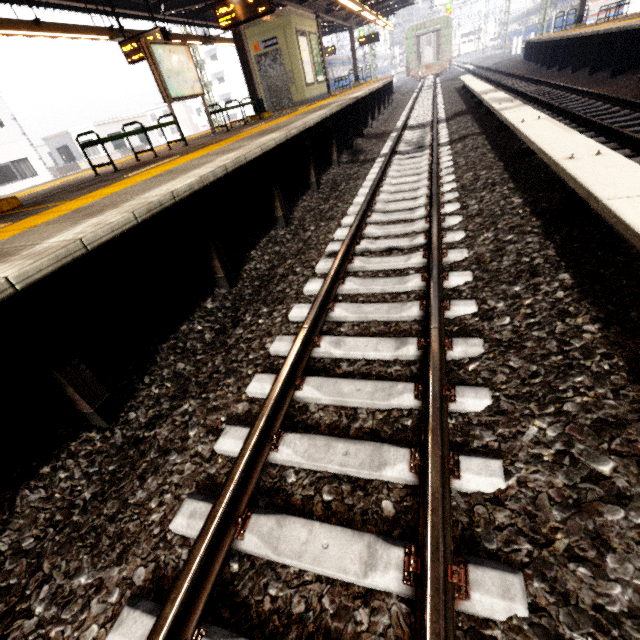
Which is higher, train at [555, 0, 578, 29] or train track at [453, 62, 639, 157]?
train at [555, 0, 578, 29]

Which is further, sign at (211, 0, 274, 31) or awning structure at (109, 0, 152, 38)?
awning structure at (109, 0, 152, 38)

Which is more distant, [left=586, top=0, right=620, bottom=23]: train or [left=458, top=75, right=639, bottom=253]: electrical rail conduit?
[left=586, top=0, right=620, bottom=23]: train

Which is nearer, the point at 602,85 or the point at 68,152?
the point at 602,85

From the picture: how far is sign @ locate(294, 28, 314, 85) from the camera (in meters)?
12.33

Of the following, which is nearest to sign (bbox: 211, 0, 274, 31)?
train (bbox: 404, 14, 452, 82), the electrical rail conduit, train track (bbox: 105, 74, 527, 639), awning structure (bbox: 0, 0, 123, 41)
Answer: awning structure (bbox: 0, 0, 123, 41)

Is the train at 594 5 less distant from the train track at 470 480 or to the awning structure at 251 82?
the train track at 470 480

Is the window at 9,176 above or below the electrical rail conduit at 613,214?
above
